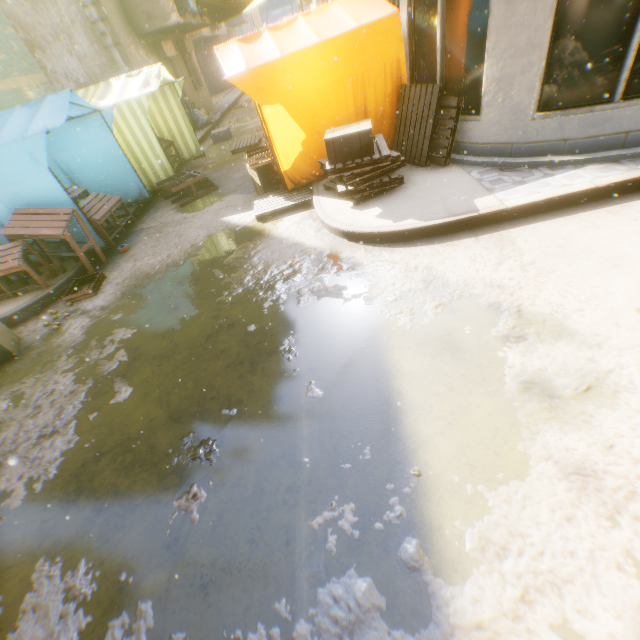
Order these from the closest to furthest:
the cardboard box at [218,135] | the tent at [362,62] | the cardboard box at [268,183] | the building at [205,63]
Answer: the tent at [362,62] < the cardboard box at [268,183] < the building at [205,63] < the cardboard box at [218,135]

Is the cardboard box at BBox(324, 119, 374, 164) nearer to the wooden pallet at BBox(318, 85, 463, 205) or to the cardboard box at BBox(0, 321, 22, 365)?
Result: the wooden pallet at BBox(318, 85, 463, 205)

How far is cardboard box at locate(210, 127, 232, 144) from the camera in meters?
12.8

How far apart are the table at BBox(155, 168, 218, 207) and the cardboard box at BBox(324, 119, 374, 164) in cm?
400

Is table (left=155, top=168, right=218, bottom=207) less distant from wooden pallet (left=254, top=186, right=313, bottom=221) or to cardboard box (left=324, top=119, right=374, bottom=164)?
wooden pallet (left=254, top=186, right=313, bottom=221)

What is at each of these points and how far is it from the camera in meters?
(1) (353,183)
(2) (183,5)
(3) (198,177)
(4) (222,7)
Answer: (1) wooden pallet, 5.2 m
(2) air conditioner, 13.4 m
(3) table, 8.1 m
(4) tent, 15.9 m

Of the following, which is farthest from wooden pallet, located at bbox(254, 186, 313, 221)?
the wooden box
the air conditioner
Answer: the wooden box

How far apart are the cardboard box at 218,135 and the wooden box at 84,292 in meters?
8.4 m
